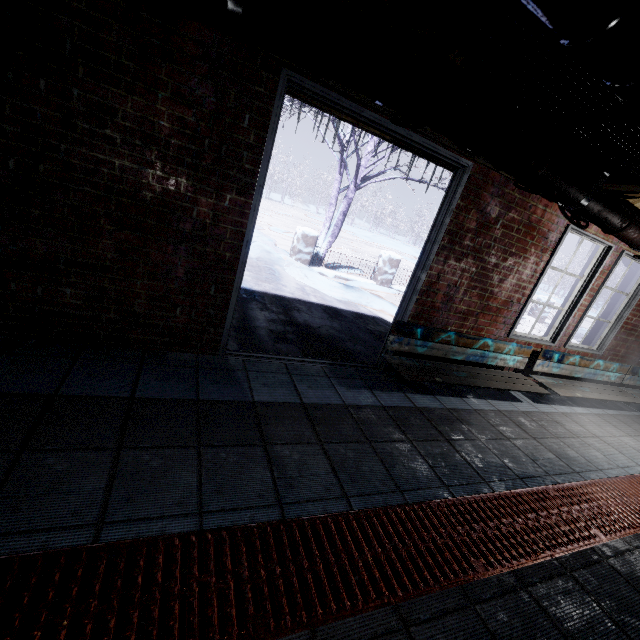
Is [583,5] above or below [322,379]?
above

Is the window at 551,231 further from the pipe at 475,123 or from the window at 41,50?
the window at 41,50

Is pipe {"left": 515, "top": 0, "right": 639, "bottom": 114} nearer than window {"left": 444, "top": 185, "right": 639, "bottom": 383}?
Yes

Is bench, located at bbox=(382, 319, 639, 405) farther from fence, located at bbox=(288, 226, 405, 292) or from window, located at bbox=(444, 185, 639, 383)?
fence, located at bbox=(288, 226, 405, 292)

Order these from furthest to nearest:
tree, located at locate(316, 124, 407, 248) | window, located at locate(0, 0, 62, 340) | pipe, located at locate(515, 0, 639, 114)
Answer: tree, located at locate(316, 124, 407, 248)
window, located at locate(0, 0, 62, 340)
pipe, located at locate(515, 0, 639, 114)

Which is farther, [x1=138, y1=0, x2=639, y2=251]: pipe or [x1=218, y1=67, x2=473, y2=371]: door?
[x1=218, y1=67, x2=473, y2=371]: door

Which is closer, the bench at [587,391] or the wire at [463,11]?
the wire at [463,11]

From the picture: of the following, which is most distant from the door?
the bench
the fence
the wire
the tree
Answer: the fence
